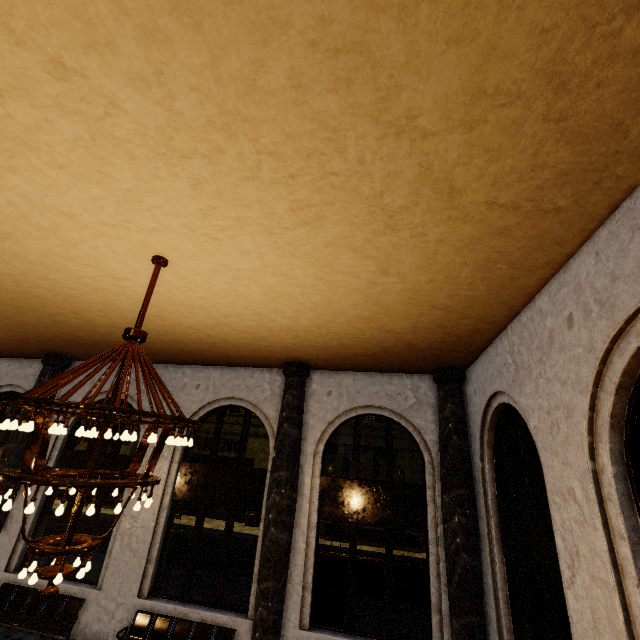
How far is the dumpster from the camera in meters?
8.9

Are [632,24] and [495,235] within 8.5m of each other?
yes

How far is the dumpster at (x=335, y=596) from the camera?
8.9m

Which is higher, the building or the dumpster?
the building

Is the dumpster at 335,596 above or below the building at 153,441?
below

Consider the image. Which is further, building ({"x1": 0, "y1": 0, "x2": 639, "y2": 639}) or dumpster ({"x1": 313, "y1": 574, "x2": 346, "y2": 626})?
dumpster ({"x1": 313, "y1": 574, "x2": 346, "y2": 626})
